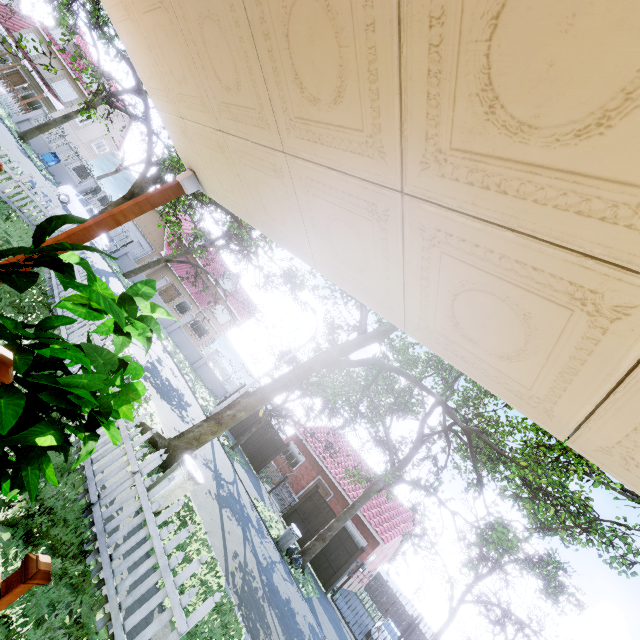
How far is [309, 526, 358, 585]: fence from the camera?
15.6 meters

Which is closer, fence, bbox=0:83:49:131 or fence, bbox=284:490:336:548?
fence, bbox=284:490:336:548

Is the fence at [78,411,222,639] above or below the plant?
below

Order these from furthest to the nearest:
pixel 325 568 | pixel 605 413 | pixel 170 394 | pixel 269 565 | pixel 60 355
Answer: pixel 325 568 < pixel 170 394 < pixel 269 565 < pixel 60 355 < pixel 605 413

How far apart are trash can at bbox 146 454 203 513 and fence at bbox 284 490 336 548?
13.11m

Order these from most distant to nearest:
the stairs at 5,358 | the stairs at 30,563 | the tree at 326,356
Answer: the tree at 326,356 < the stairs at 30,563 < the stairs at 5,358

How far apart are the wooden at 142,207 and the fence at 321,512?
17.80m

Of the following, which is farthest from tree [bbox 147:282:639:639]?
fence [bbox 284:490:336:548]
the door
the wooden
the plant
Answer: the door
